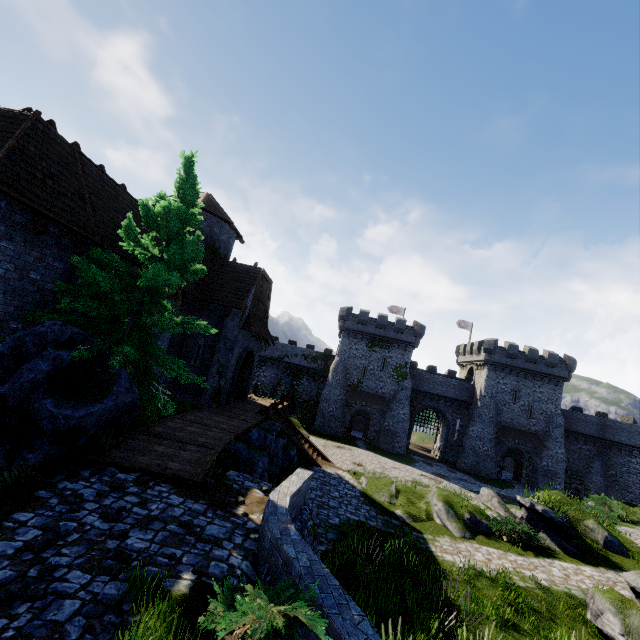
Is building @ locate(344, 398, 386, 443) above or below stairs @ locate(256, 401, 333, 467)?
above

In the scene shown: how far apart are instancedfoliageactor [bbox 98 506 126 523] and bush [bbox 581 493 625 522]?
30.78m

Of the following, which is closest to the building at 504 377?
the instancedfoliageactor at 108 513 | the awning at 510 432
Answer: the awning at 510 432

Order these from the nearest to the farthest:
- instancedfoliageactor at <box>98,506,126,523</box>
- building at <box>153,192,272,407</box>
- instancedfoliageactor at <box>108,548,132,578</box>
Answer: instancedfoliageactor at <box>108,548,132,578</box> < instancedfoliageactor at <box>98,506,126,523</box> < building at <box>153,192,272,407</box>

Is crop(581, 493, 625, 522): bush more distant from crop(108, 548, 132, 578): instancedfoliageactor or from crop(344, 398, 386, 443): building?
crop(108, 548, 132, 578): instancedfoliageactor

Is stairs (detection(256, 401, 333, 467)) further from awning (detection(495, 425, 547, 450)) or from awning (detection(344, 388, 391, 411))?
awning (detection(495, 425, 547, 450))

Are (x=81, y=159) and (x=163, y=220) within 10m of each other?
yes

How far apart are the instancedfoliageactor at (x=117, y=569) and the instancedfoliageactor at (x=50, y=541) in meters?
1.1 m
